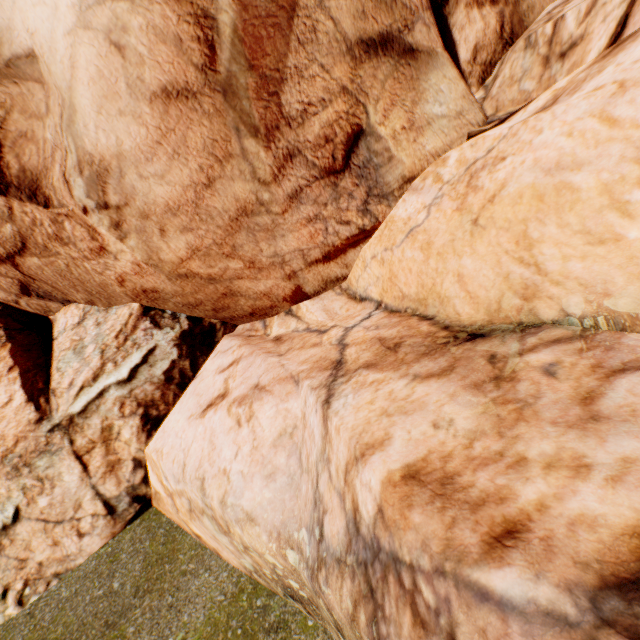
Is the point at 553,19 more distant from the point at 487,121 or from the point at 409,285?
the point at 409,285
